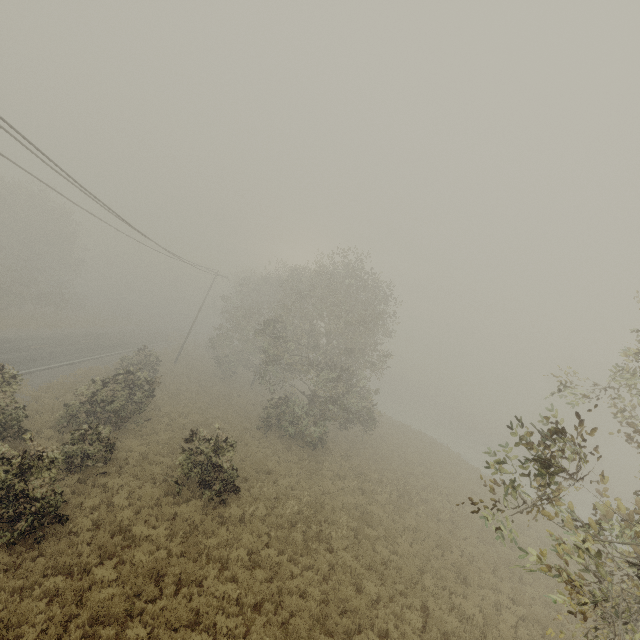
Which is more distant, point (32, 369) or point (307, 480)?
point (32, 369)
